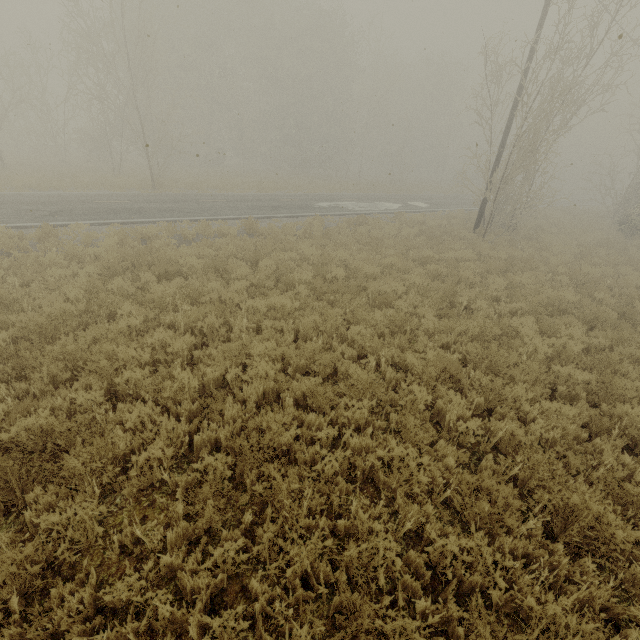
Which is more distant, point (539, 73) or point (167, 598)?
point (539, 73)
